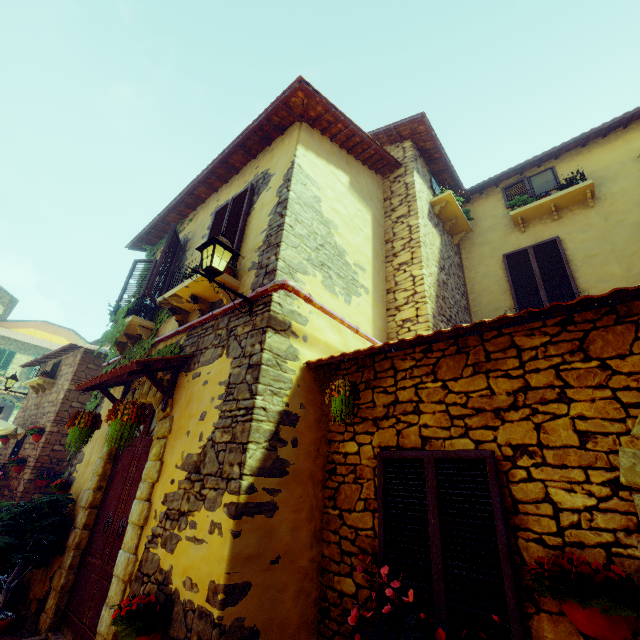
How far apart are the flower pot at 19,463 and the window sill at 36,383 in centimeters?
212cm

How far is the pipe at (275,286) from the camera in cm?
367

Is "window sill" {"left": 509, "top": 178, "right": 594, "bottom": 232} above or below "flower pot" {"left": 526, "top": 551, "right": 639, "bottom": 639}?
above

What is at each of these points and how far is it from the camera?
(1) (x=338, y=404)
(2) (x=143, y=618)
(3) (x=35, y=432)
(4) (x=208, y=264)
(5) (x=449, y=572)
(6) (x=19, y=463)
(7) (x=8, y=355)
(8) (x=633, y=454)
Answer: (1) flower pot, 3.4m
(2) flower pot, 2.8m
(3) flower pot, 9.2m
(4) street light, 3.6m
(5) window, 2.6m
(6) flower pot, 9.1m
(7) window, 25.5m
(8) stone doorway, 2.2m

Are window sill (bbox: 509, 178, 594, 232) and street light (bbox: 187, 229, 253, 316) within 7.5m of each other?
yes

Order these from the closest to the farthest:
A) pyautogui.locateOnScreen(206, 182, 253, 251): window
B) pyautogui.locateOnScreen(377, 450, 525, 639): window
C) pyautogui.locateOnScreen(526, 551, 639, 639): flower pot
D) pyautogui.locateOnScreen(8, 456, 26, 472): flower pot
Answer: pyautogui.locateOnScreen(526, 551, 639, 639): flower pot → pyautogui.locateOnScreen(377, 450, 525, 639): window → pyautogui.locateOnScreen(206, 182, 253, 251): window → pyautogui.locateOnScreen(8, 456, 26, 472): flower pot

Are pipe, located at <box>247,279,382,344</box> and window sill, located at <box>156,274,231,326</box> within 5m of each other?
yes

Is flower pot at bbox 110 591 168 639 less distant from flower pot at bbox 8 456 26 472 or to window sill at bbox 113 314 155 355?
window sill at bbox 113 314 155 355
